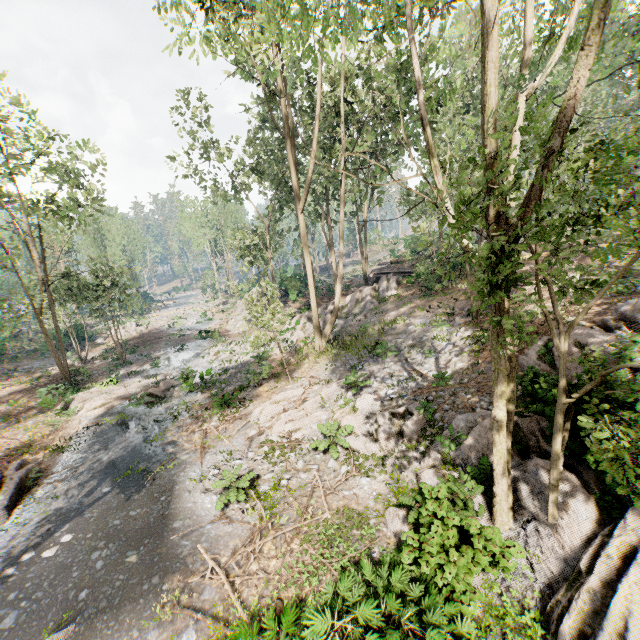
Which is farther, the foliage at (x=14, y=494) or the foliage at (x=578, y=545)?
the foliage at (x=14, y=494)

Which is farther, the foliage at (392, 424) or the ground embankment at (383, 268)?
the ground embankment at (383, 268)

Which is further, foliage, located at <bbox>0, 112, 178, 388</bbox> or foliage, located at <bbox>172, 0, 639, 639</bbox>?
foliage, located at <bbox>0, 112, 178, 388</bbox>

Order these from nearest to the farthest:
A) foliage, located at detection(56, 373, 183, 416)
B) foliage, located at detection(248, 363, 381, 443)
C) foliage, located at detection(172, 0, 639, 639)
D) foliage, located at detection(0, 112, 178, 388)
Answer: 1. foliage, located at detection(172, 0, 639, 639)
2. foliage, located at detection(248, 363, 381, 443)
3. foliage, located at detection(0, 112, 178, 388)
4. foliage, located at detection(56, 373, 183, 416)

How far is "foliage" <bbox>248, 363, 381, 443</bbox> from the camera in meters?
13.7 m

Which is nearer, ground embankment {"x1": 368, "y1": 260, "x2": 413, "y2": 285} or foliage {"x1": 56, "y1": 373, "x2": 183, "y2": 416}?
foliage {"x1": 56, "y1": 373, "x2": 183, "y2": 416}

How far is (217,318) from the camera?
46.1m
